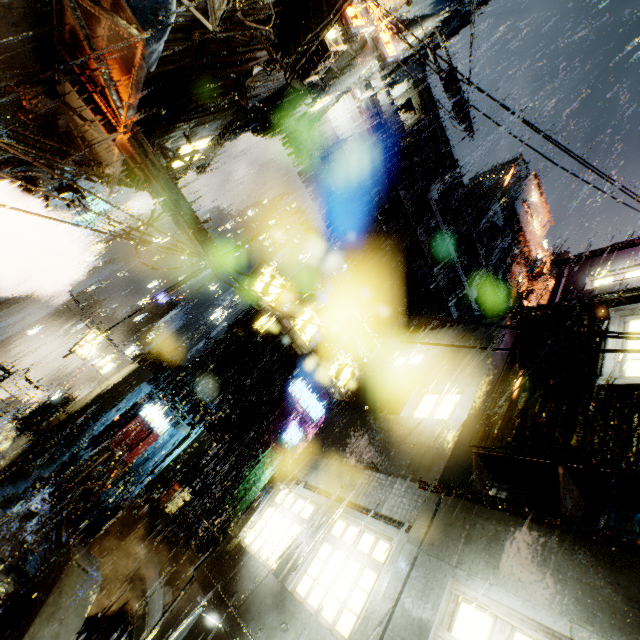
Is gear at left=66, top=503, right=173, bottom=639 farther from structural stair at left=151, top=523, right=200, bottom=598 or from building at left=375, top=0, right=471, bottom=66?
structural stair at left=151, top=523, right=200, bottom=598

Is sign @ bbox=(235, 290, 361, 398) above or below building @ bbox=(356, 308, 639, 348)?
below

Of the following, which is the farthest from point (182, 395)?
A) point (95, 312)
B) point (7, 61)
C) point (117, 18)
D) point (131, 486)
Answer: point (95, 312)

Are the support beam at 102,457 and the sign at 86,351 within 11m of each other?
no

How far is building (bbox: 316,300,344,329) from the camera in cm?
3641

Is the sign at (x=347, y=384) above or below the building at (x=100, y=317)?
below

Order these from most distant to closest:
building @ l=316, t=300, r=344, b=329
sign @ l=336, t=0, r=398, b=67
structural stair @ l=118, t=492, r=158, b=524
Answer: building @ l=316, t=300, r=344, b=329 < structural stair @ l=118, t=492, r=158, b=524 < sign @ l=336, t=0, r=398, b=67
